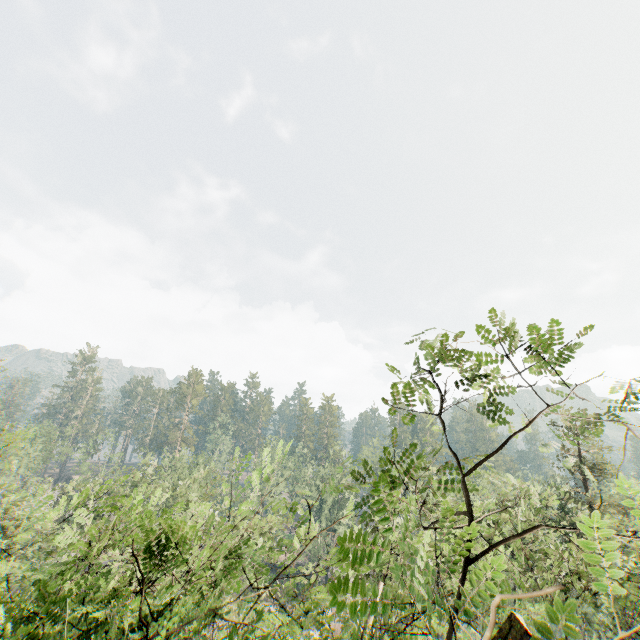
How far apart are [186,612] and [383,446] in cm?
2383
